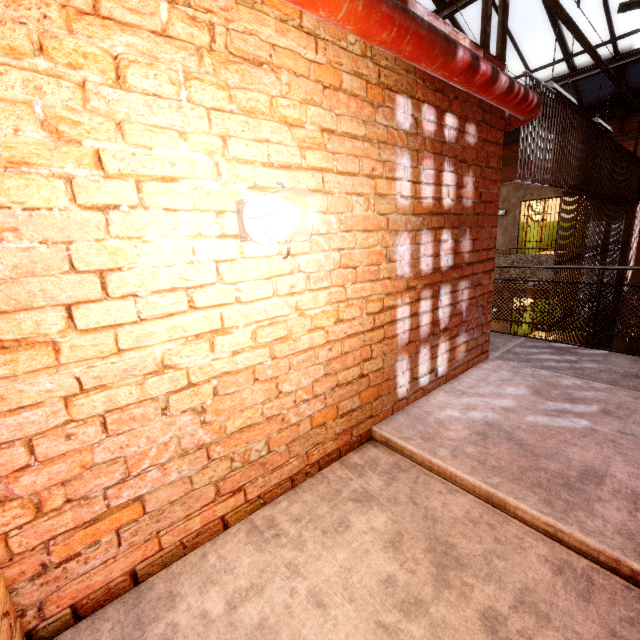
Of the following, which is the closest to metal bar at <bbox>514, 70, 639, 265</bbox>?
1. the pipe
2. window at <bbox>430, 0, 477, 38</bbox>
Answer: the pipe

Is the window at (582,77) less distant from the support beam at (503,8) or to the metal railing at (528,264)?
the support beam at (503,8)

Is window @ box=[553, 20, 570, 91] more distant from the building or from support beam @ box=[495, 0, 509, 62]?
the building

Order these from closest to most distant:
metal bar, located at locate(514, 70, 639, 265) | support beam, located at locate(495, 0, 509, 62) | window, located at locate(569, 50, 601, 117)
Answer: support beam, located at locate(495, 0, 509, 62) < metal bar, located at locate(514, 70, 639, 265) < window, located at locate(569, 50, 601, 117)

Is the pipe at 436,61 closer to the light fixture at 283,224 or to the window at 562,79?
the light fixture at 283,224

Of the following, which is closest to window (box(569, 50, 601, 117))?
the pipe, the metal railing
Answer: the pipe

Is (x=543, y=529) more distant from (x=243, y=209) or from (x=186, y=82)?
(x=186, y=82)

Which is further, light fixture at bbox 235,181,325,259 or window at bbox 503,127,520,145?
window at bbox 503,127,520,145
